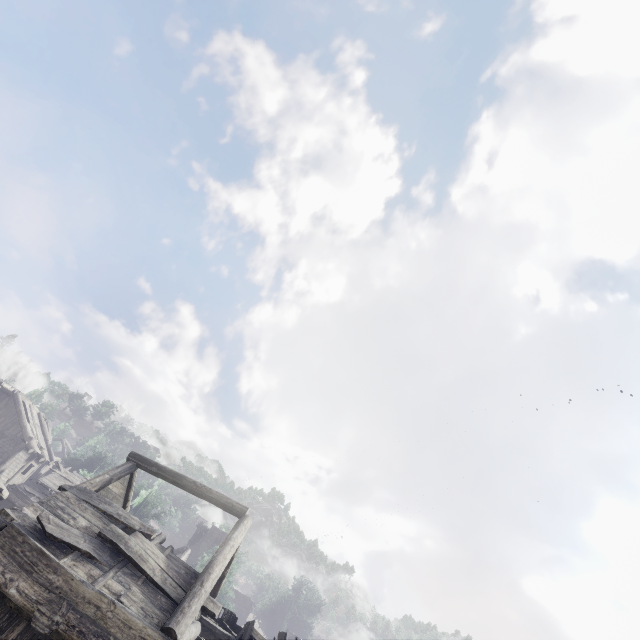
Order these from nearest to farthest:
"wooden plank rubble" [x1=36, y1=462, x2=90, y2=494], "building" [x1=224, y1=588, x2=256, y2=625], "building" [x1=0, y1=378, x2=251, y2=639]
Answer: "building" [x1=0, y1=378, x2=251, y2=639] < "wooden plank rubble" [x1=36, y1=462, x2=90, y2=494] < "building" [x1=224, y1=588, x2=256, y2=625]

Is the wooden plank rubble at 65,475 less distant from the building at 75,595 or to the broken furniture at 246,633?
the building at 75,595

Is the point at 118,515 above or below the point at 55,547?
above

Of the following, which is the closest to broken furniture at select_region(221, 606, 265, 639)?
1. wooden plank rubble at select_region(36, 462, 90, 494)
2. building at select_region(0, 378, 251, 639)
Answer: building at select_region(0, 378, 251, 639)

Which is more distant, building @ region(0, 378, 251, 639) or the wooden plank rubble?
the wooden plank rubble

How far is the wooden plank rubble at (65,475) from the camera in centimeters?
2627cm
